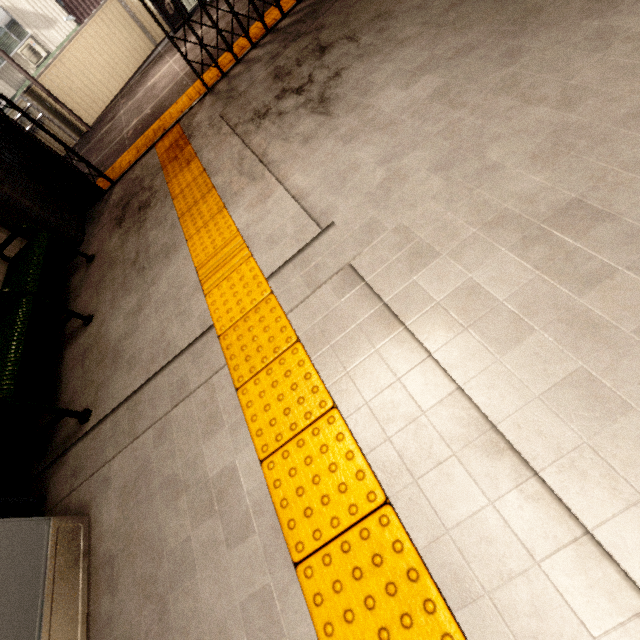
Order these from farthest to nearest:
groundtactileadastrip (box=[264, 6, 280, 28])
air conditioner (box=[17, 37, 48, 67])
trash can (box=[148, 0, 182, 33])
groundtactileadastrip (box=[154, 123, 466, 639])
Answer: air conditioner (box=[17, 37, 48, 67])
trash can (box=[148, 0, 182, 33])
groundtactileadastrip (box=[264, 6, 280, 28])
groundtactileadastrip (box=[154, 123, 466, 639])

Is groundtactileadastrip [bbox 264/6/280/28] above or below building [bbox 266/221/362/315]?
above

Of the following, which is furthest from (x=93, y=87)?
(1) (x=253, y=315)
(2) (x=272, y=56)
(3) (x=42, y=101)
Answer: (1) (x=253, y=315)

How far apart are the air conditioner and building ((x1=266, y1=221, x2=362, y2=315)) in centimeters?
1729cm

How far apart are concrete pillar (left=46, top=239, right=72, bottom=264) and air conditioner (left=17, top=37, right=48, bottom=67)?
12.49m

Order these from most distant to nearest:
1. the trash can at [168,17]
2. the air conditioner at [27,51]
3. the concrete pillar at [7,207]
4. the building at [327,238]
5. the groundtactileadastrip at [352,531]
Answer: the air conditioner at [27,51], the trash can at [168,17], the concrete pillar at [7,207], the building at [327,238], the groundtactileadastrip at [352,531]

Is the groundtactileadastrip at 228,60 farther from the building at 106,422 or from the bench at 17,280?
the bench at 17,280

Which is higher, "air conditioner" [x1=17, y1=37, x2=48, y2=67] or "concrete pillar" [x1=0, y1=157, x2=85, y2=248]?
"air conditioner" [x1=17, y1=37, x2=48, y2=67]
